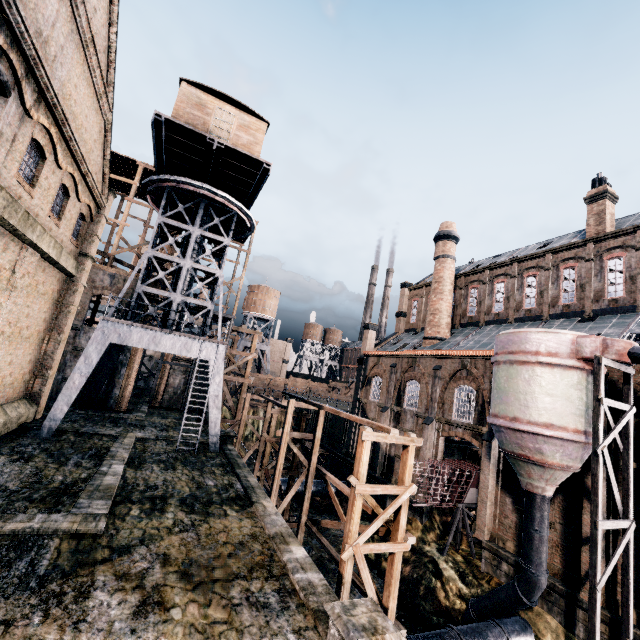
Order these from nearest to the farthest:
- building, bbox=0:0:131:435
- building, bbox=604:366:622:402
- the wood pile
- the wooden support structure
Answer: building, bbox=0:0:131:435 < building, bbox=604:366:622:402 < the wooden support structure < the wood pile

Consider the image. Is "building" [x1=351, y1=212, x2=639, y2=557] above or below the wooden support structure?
above

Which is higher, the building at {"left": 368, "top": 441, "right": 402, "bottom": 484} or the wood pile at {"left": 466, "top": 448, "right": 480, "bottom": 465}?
the wood pile at {"left": 466, "top": 448, "right": 480, "bottom": 465}

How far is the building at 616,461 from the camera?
16.2 meters

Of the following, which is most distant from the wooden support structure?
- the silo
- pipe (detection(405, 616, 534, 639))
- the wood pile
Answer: pipe (detection(405, 616, 534, 639))

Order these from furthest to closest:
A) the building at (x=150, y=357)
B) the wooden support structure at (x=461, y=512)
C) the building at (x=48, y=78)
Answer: the building at (x=150, y=357), the wooden support structure at (x=461, y=512), the building at (x=48, y=78)

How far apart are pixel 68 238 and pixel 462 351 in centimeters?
2853cm

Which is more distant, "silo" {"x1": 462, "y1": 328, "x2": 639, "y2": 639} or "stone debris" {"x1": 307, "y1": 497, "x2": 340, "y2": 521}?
"stone debris" {"x1": 307, "y1": 497, "x2": 340, "y2": 521}
